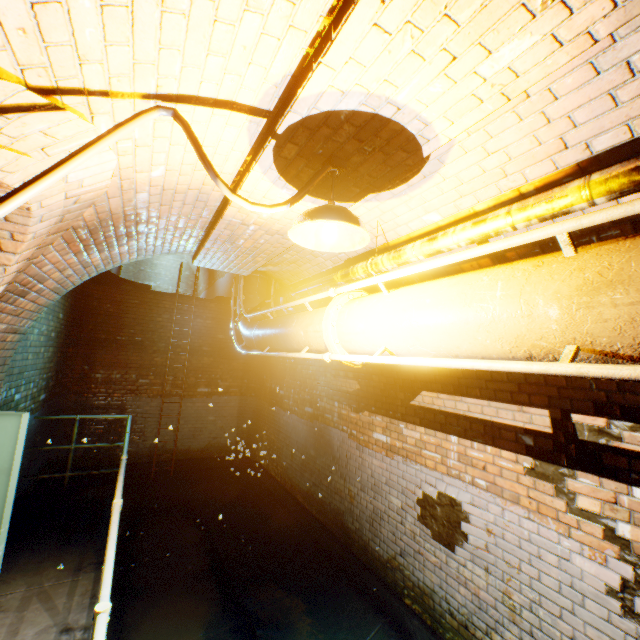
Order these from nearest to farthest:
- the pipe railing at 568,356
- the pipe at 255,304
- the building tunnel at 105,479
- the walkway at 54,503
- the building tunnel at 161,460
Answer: the pipe railing at 568,356 → the walkway at 54,503 → the pipe at 255,304 → the building tunnel at 105,479 → the building tunnel at 161,460

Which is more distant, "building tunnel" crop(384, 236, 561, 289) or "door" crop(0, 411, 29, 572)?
"building tunnel" crop(384, 236, 561, 289)

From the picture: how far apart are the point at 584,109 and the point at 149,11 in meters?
1.9

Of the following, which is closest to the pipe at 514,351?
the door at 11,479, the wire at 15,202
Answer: the wire at 15,202

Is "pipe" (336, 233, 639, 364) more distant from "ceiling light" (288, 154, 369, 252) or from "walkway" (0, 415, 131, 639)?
"walkway" (0, 415, 131, 639)

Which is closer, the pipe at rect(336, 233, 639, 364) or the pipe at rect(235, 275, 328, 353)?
the pipe at rect(336, 233, 639, 364)

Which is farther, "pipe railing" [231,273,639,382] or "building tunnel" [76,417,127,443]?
"building tunnel" [76,417,127,443]

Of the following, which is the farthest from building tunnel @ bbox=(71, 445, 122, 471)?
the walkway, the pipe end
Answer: the pipe end
